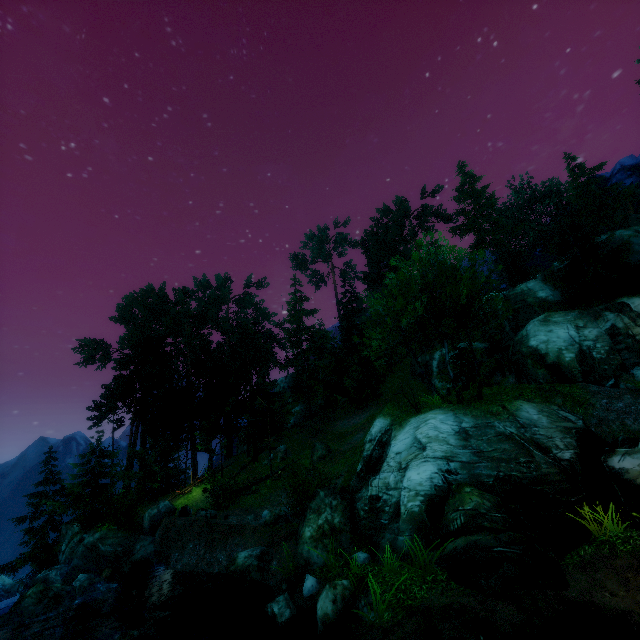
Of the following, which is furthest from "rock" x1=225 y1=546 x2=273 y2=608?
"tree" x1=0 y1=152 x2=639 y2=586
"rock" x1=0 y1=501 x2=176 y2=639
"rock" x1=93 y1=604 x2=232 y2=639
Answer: "tree" x1=0 y1=152 x2=639 y2=586

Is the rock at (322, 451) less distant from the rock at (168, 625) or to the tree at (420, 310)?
the tree at (420, 310)

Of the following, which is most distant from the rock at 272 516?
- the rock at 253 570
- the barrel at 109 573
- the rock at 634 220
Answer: the rock at 634 220

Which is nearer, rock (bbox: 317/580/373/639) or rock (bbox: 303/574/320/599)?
rock (bbox: 317/580/373/639)

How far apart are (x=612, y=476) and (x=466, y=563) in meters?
6.5

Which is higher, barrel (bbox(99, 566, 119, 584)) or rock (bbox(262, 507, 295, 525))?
rock (bbox(262, 507, 295, 525))

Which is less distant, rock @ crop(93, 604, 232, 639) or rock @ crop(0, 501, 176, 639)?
rock @ crop(93, 604, 232, 639)

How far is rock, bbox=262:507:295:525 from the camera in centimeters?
1728cm
